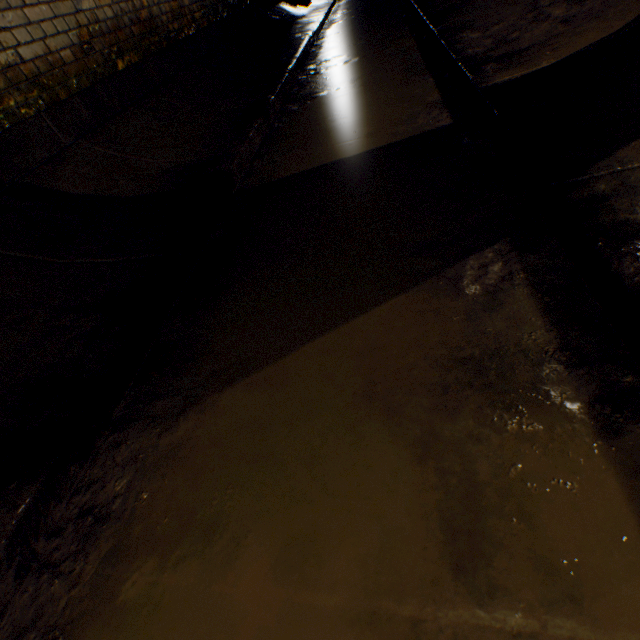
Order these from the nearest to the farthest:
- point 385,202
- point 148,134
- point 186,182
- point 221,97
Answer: point 385,202 < point 186,182 < point 148,134 < point 221,97
